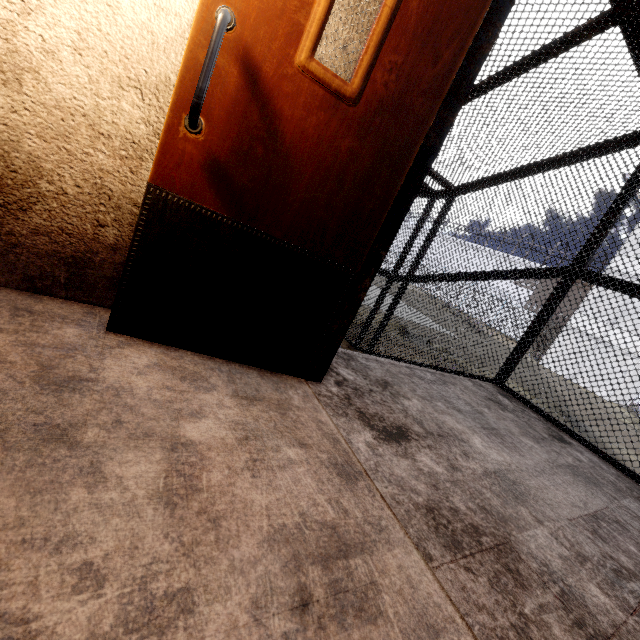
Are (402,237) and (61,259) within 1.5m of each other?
no
